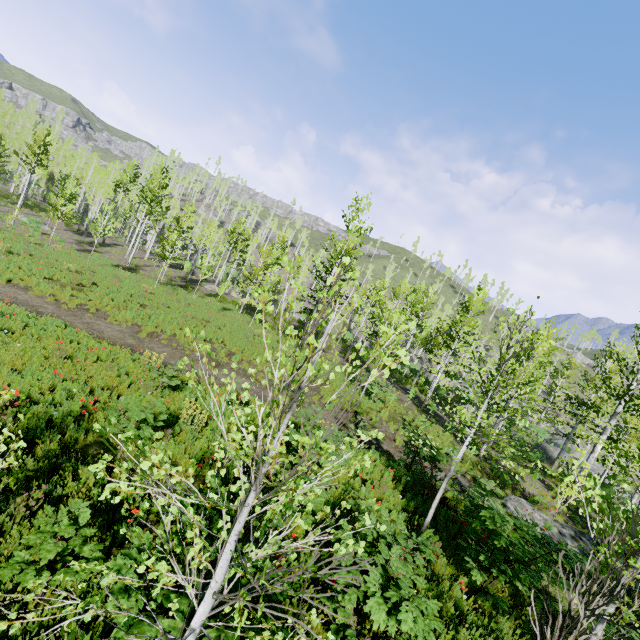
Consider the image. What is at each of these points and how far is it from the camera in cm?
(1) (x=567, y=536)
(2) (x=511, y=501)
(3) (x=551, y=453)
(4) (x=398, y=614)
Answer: (1) rock, 1061
(2) rock, 1152
(3) rock, 3023
(4) instancedfoliageactor, 352

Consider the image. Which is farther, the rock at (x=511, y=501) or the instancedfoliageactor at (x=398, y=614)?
the rock at (x=511, y=501)

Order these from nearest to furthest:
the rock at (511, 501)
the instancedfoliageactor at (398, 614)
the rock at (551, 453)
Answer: the instancedfoliageactor at (398, 614) → the rock at (511, 501) → the rock at (551, 453)

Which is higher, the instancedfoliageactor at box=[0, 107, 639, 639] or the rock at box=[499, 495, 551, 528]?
the instancedfoliageactor at box=[0, 107, 639, 639]

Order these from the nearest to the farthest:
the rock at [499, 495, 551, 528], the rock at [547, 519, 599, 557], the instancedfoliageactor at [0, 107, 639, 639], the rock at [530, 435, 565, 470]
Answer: the instancedfoliageactor at [0, 107, 639, 639]
the rock at [547, 519, 599, 557]
the rock at [499, 495, 551, 528]
the rock at [530, 435, 565, 470]

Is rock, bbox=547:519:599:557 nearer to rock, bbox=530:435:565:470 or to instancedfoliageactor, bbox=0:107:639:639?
instancedfoliageactor, bbox=0:107:639:639

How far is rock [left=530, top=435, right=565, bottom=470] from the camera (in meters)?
25.84

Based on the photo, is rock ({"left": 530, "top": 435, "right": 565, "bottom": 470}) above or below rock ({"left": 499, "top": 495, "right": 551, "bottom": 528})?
below
